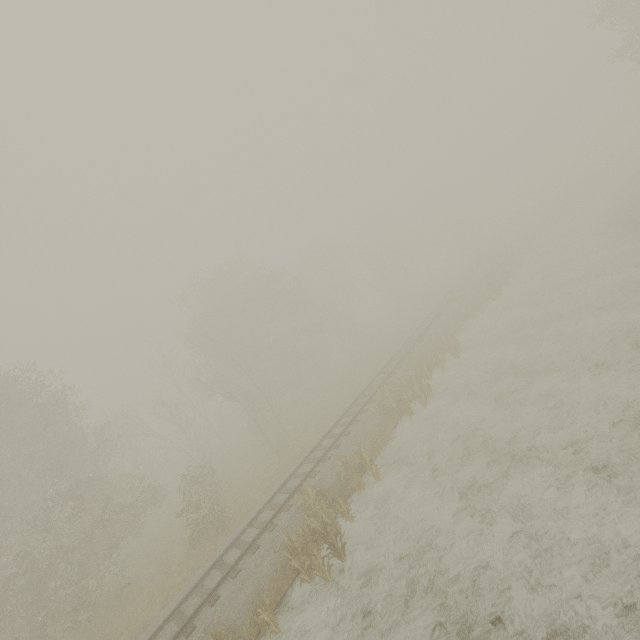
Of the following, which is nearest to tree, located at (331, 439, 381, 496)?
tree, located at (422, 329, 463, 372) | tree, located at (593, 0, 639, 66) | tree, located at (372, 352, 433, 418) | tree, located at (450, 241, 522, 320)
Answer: tree, located at (372, 352, 433, 418)

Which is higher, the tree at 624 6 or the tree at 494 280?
the tree at 624 6

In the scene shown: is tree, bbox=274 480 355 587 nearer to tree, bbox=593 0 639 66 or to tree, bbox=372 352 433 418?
tree, bbox=372 352 433 418

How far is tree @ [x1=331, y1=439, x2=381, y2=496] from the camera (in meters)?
13.05

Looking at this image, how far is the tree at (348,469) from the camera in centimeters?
1305cm

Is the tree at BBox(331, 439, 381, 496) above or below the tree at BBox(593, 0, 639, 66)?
below

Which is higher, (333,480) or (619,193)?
(333,480)

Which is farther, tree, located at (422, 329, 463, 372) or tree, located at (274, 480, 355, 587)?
tree, located at (422, 329, 463, 372)
